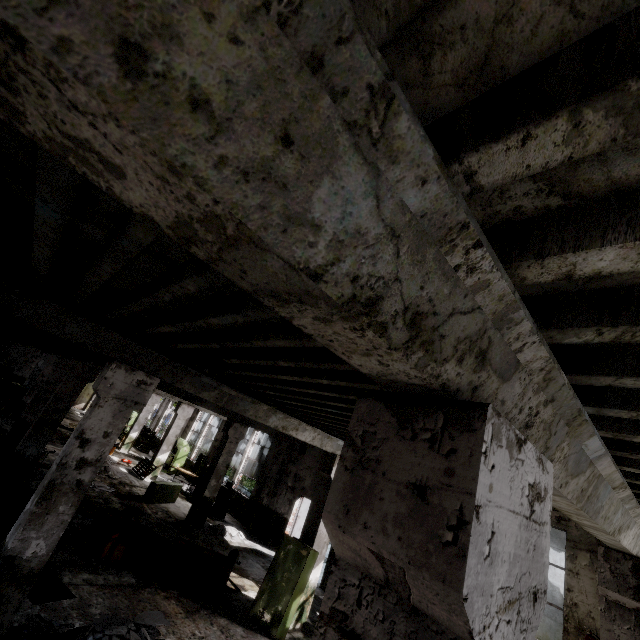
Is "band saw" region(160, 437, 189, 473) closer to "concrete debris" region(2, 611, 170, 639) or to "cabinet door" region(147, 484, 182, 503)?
"cabinet door" region(147, 484, 182, 503)

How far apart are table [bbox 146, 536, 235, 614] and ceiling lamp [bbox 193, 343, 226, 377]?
5.8 meters

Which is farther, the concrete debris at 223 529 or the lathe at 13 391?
the lathe at 13 391

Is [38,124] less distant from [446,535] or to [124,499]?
[446,535]

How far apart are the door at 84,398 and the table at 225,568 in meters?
34.2 m

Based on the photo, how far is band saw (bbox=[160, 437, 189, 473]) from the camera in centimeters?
1947cm

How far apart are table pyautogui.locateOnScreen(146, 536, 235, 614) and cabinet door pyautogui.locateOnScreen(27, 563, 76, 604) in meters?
1.6

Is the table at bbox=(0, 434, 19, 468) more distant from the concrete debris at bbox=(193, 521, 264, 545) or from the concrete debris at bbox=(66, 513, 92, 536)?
the concrete debris at bbox=(193, 521, 264, 545)
